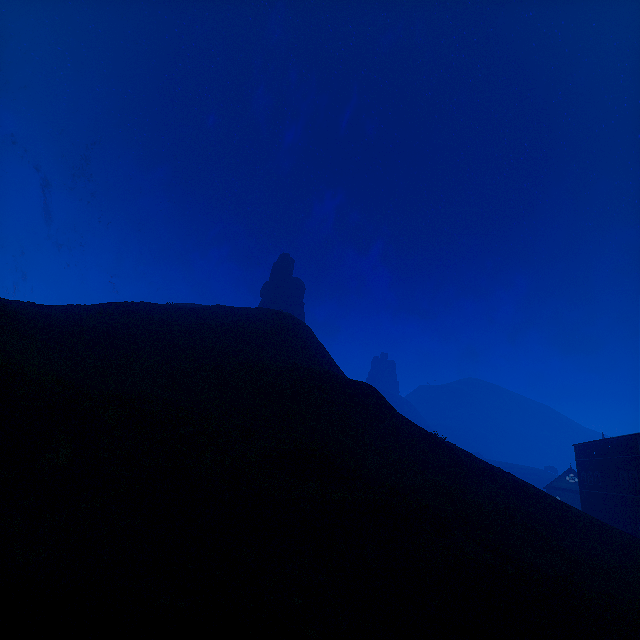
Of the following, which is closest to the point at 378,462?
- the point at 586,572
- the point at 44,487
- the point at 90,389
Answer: the point at 586,572

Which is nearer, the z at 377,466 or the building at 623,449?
the z at 377,466

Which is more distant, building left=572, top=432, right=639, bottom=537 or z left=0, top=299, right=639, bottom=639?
building left=572, top=432, right=639, bottom=537
